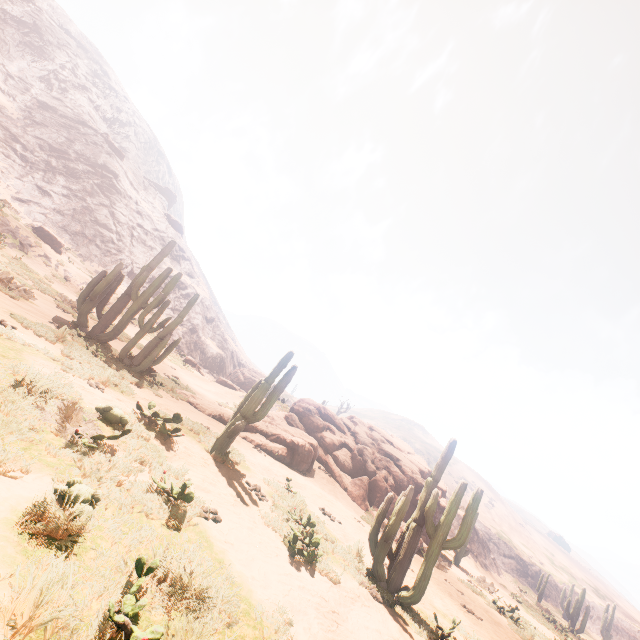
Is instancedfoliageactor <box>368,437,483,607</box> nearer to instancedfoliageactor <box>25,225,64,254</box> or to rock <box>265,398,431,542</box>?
rock <box>265,398,431,542</box>

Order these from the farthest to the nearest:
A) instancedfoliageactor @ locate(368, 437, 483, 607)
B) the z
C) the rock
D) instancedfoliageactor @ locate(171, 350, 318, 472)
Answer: the rock, instancedfoliageactor @ locate(171, 350, 318, 472), instancedfoliageactor @ locate(368, 437, 483, 607), the z

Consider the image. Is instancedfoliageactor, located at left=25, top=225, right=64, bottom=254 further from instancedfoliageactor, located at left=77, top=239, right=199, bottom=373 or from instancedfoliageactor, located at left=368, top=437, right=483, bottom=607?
instancedfoliageactor, located at left=368, top=437, right=483, bottom=607

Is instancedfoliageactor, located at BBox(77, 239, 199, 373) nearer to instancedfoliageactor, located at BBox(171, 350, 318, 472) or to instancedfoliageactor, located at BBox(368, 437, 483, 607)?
instancedfoliageactor, located at BBox(171, 350, 318, 472)

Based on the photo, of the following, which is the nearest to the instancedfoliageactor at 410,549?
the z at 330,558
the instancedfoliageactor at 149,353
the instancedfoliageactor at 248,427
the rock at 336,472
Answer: the instancedfoliageactor at 248,427

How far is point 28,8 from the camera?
56.7 meters

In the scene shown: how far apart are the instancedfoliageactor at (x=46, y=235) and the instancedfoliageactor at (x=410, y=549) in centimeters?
2963cm

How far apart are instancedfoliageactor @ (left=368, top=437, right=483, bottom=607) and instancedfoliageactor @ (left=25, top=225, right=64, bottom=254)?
29.6 meters
